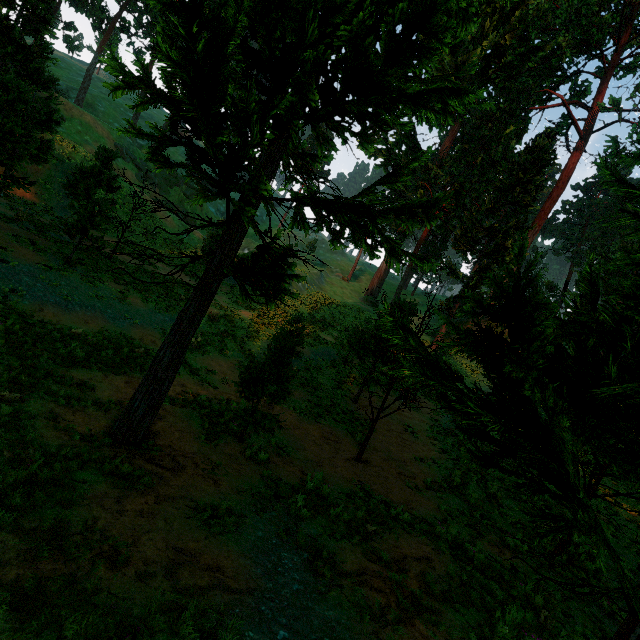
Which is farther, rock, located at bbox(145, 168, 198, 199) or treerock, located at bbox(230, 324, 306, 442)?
rock, located at bbox(145, 168, 198, 199)

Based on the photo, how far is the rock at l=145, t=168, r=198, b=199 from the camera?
46.2m

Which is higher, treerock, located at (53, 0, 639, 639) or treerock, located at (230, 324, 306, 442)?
treerock, located at (53, 0, 639, 639)

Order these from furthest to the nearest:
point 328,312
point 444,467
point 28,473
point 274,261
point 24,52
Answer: point 328,312 < point 24,52 < point 444,467 < point 274,261 < point 28,473

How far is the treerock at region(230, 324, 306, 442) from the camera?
9.05m

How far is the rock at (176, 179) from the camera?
46.2m

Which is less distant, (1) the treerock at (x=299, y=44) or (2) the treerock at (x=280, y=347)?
(1) the treerock at (x=299, y=44)

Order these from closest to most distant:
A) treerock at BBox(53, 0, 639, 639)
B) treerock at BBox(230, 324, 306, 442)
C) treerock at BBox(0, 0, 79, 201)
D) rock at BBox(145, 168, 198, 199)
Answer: treerock at BBox(53, 0, 639, 639)
treerock at BBox(230, 324, 306, 442)
treerock at BBox(0, 0, 79, 201)
rock at BBox(145, 168, 198, 199)
